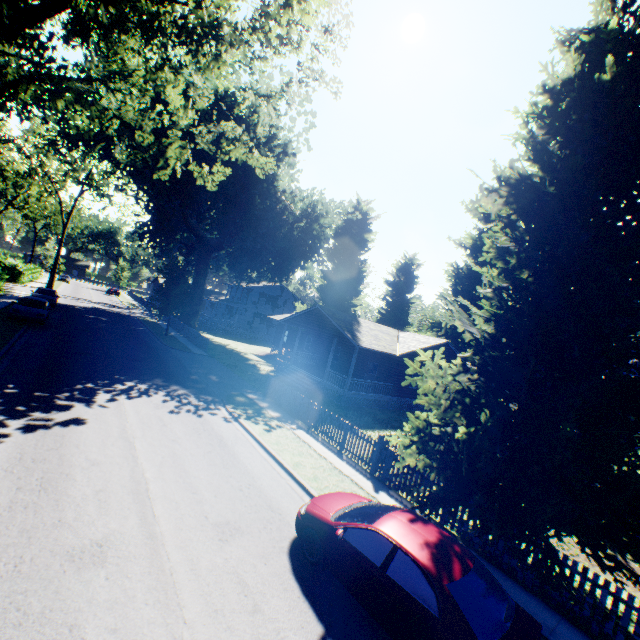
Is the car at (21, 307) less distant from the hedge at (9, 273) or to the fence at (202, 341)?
the hedge at (9, 273)

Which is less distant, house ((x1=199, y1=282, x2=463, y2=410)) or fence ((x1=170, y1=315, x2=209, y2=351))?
house ((x1=199, y1=282, x2=463, y2=410))

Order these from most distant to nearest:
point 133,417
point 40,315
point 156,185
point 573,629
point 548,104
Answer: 1. point 156,185
2. point 40,315
3. point 133,417
4. point 548,104
5. point 573,629

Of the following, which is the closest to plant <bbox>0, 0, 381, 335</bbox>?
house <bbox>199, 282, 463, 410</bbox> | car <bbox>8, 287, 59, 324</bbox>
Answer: house <bbox>199, 282, 463, 410</bbox>

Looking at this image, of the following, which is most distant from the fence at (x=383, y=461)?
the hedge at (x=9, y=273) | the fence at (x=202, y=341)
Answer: the hedge at (x=9, y=273)

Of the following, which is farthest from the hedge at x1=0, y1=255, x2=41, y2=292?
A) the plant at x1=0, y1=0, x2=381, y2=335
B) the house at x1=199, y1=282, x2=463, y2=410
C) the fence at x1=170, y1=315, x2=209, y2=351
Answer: the house at x1=199, y1=282, x2=463, y2=410

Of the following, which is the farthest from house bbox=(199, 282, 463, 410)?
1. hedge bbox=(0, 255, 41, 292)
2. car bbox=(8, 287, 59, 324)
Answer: hedge bbox=(0, 255, 41, 292)

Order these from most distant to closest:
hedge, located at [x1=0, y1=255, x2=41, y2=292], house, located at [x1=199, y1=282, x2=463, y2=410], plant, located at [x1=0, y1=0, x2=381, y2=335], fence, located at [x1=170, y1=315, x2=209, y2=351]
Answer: hedge, located at [x1=0, y1=255, x2=41, y2=292] → fence, located at [x1=170, y1=315, x2=209, y2=351] → house, located at [x1=199, y1=282, x2=463, y2=410] → plant, located at [x1=0, y1=0, x2=381, y2=335]
